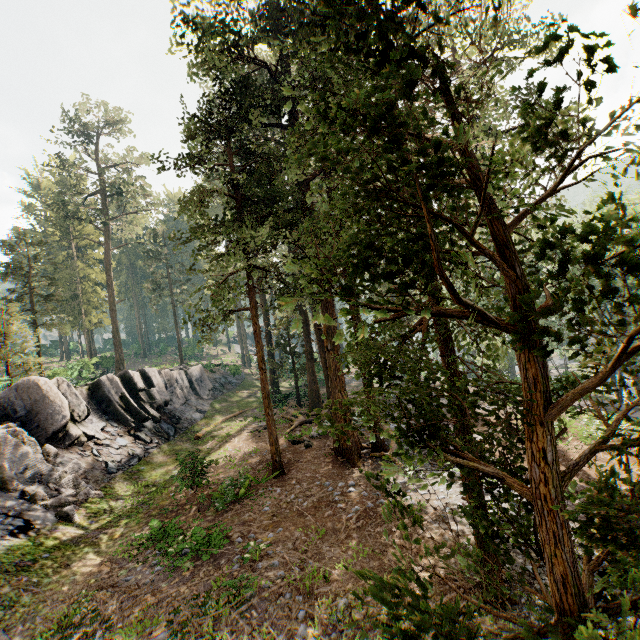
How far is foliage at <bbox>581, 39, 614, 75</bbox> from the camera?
2.97m

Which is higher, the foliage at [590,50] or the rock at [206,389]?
the foliage at [590,50]

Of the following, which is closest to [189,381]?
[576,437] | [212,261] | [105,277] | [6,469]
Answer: [6,469]

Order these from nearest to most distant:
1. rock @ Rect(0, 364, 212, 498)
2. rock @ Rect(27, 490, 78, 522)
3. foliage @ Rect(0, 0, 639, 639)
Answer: foliage @ Rect(0, 0, 639, 639)
rock @ Rect(27, 490, 78, 522)
rock @ Rect(0, 364, 212, 498)

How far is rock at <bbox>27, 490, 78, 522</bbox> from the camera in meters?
12.6

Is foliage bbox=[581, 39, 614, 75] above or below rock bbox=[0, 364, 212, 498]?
above

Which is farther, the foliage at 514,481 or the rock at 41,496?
the rock at 41,496

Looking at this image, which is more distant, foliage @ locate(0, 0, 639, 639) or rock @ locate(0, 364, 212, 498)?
rock @ locate(0, 364, 212, 498)
